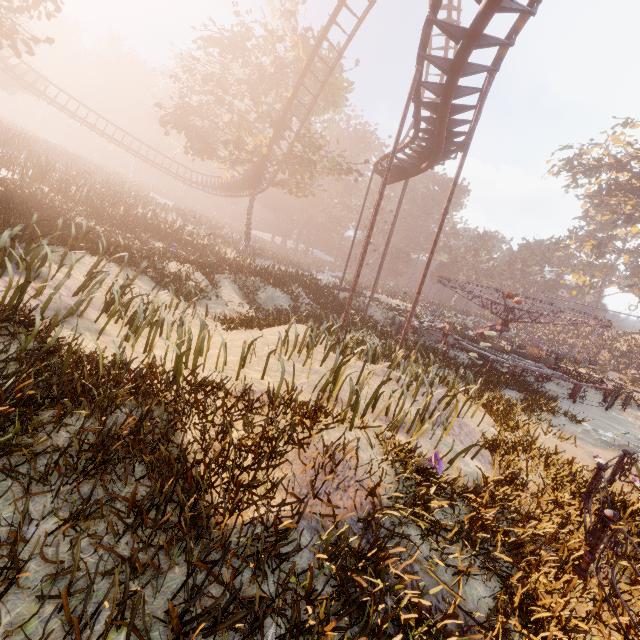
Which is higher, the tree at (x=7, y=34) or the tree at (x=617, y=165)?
the tree at (x=617, y=165)

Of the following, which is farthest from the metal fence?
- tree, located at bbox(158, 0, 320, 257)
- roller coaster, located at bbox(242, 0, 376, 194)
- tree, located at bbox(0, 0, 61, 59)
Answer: tree, located at bbox(158, 0, 320, 257)

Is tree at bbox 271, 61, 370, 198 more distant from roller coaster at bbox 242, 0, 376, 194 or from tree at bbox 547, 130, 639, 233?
tree at bbox 547, 130, 639, 233

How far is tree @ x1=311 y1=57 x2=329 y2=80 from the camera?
24.26m

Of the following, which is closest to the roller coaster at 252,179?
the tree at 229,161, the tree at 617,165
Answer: the tree at 229,161

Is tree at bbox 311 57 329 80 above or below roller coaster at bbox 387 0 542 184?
above

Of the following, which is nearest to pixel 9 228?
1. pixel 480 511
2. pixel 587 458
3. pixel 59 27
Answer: pixel 480 511
